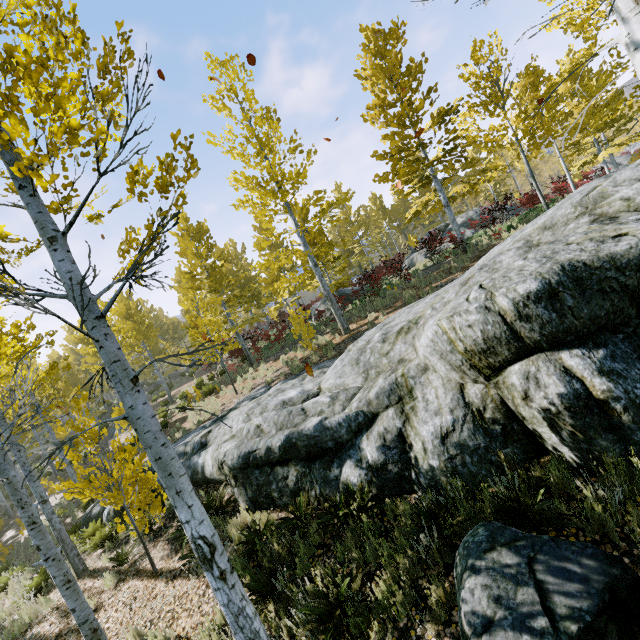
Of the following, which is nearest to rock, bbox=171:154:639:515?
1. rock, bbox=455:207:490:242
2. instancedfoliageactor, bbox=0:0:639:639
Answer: instancedfoliageactor, bbox=0:0:639:639

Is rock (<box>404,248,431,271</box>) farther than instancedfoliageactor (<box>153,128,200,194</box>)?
Yes

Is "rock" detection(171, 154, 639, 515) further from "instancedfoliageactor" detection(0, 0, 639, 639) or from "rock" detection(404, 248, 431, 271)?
"rock" detection(404, 248, 431, 271)

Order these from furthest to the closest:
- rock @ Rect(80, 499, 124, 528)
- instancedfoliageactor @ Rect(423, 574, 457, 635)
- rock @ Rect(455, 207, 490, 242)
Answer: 1. rock @ Rect(455, 207, 490, 242)
2. rock @ Rect(80, 499, 124, 528)
3. instancedfoliageactor @ Rect(423, 574, 457, 635)

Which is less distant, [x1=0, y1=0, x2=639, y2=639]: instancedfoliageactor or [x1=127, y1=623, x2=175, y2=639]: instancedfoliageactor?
[x1=0, y1=0, x2=639, y2=639]: instancedfoliageactor

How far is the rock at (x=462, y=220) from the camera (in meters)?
17.75

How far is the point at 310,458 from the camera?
6.2m
